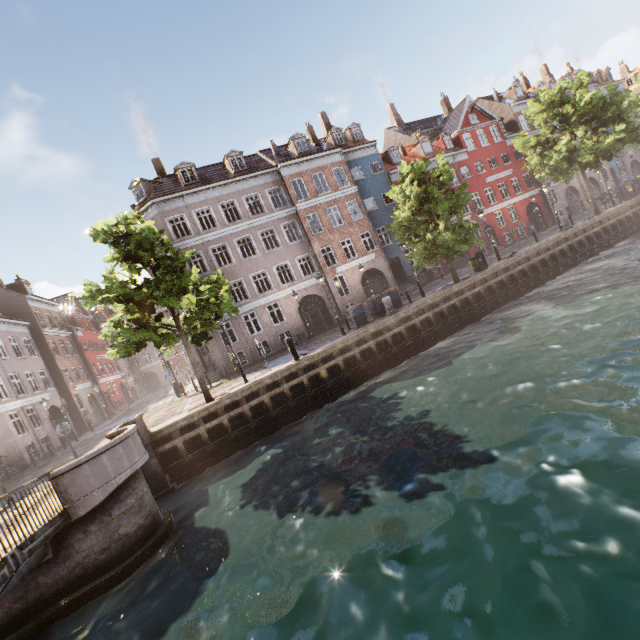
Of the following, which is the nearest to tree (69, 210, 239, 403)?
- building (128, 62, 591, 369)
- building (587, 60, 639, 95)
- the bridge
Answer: building (587, 60, 639, 95)

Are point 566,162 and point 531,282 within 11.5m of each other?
yes

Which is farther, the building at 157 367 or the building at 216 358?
the building at 216 358

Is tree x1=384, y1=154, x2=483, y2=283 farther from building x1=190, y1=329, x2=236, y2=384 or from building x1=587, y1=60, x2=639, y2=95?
building x1=190, y1=329, x2=236, y2=384

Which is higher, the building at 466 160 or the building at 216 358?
the building at 466 160

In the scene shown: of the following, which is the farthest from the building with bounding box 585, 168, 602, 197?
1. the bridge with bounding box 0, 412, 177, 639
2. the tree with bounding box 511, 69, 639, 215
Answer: the bridge with bounding box 0, 412, 177, 639

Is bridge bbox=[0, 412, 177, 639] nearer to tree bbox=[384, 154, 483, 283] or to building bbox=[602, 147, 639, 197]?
tree bbox=[384, 154, 483, 283]
